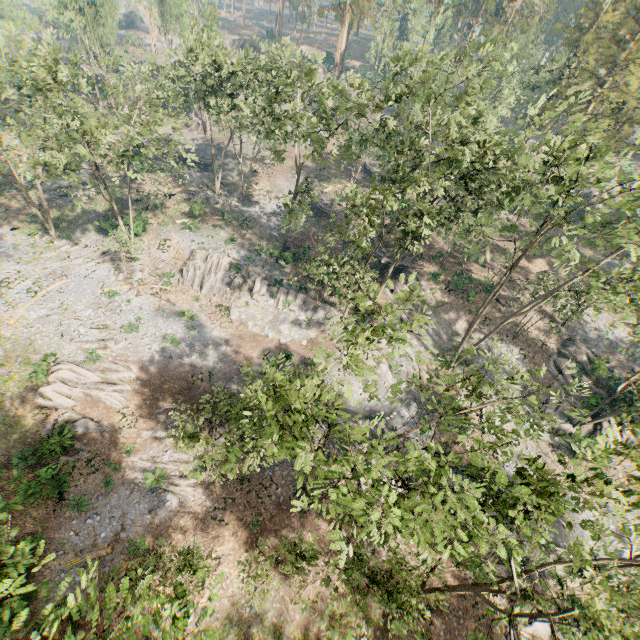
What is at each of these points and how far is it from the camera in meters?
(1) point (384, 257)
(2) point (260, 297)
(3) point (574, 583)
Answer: (1) ground embankment, 41.1
(2) rock, 36.3
(3) foliage, 8.7

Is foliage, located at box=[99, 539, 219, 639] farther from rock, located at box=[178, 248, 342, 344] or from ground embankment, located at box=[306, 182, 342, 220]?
ground embankment, located at box=[306, 182, 342, 220]

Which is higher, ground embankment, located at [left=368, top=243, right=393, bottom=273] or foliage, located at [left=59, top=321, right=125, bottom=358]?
ground embankment, located at [left=368, top=243, right=393, bottom=273]

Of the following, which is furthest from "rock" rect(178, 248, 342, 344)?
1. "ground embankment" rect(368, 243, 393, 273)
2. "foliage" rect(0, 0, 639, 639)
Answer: "ground embankment" rect(368, 243, 393, 273)

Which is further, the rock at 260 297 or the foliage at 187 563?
the rock at 260 297

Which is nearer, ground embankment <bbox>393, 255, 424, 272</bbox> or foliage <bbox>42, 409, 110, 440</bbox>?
foliage <bbox>42, 409, 110, 440</bbox>

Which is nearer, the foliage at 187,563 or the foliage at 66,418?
the foliage at 187,563

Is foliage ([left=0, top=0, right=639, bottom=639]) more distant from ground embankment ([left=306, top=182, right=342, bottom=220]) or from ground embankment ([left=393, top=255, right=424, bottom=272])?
ground embankment ([left=306, top=182, right=342, bottom=220])
